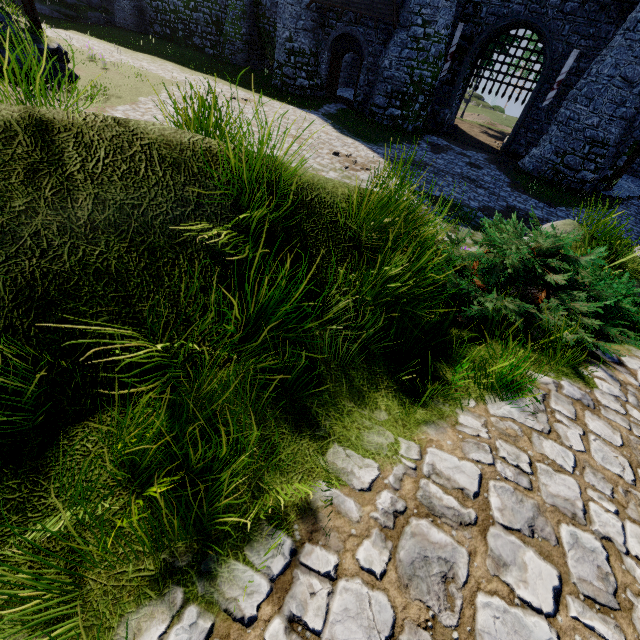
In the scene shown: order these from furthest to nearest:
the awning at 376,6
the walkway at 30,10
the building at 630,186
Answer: the awning at 376,6
the building at 630,186
the walkway at 30,10

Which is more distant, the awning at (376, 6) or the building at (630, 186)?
the awning at (376, 6)

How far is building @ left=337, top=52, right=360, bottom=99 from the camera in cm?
2780

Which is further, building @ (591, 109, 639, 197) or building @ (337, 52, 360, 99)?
building @ (337, 52, 360, 99)

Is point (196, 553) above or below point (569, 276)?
below

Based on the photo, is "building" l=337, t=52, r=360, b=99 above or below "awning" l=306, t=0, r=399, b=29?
below

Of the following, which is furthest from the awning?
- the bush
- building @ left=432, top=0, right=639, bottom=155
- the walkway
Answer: the bush

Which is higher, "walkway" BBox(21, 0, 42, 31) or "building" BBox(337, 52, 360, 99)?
"walkway" BBox(21, 0, 42, 31)
